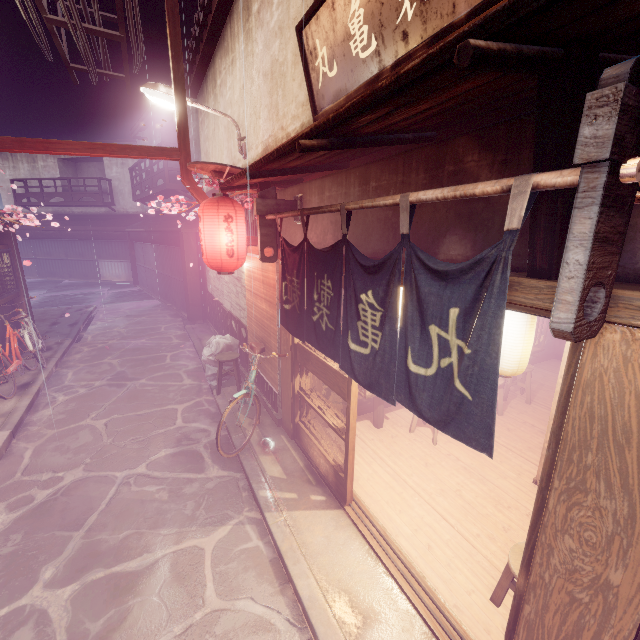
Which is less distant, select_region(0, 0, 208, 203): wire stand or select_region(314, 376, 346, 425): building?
select_region(0, 0, 208, 203): wire stand

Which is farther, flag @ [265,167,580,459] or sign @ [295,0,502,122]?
sign @ [295,0,502,122]

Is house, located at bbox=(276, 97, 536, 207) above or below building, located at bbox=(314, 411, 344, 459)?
above

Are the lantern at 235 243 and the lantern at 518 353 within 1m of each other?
no

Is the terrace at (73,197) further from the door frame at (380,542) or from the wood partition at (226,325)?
the door frame at (380,542)

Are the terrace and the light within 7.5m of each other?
no

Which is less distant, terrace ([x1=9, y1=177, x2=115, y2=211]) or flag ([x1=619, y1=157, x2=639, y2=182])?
flag ([x1=619, y1=157, x2=639, y2=182])

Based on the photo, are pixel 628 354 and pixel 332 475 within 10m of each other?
yes
